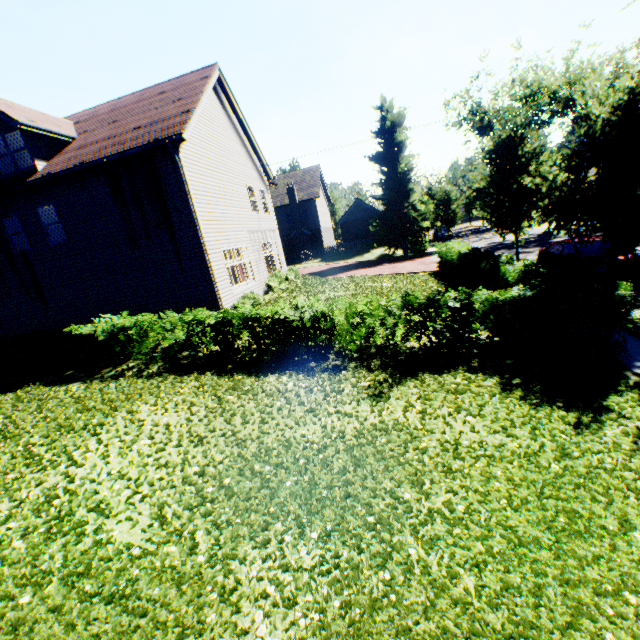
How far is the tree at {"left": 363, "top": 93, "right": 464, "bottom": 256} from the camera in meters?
29.2 m

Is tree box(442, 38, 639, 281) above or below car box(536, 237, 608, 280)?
above

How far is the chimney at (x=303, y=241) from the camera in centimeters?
3797cm

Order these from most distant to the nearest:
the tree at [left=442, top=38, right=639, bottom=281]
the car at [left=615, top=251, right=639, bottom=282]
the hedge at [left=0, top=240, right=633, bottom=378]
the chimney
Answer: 1. the chimney
2. the car at [left=615, top=251, right=639, bottom=282]
3. the tree at [left=442, top=38, right=639, bottom=281]
4. the hedge at [left=0, top=240, right=633, bottom=378]

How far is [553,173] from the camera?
9.8m

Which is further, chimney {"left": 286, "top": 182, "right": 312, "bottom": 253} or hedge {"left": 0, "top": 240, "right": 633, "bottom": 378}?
chimney {"left": 286, "top": 182, "right": 312, "bottom": 253}

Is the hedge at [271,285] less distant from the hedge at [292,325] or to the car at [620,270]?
the hedge at [292,325]

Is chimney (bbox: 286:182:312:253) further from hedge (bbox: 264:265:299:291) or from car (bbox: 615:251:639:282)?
car (bbox: 615:251:639:282)
